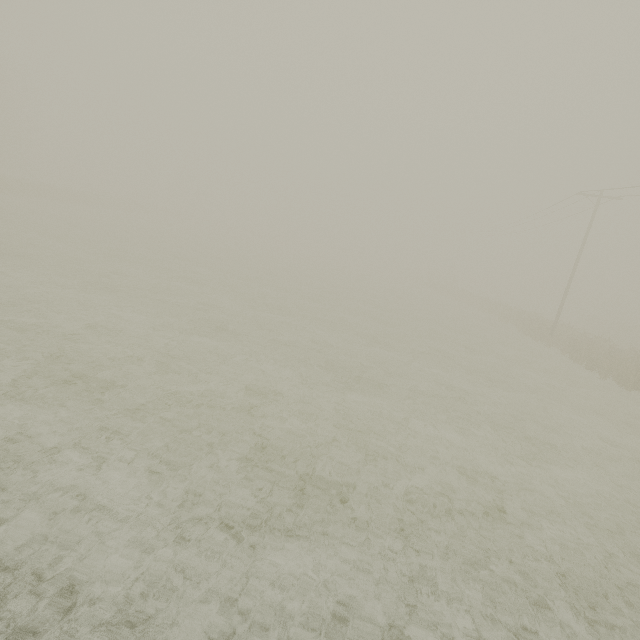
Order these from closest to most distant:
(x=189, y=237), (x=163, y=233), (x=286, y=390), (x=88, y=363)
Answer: (x=88, y=363), (x=286, y=390), (x=163, y=233), (x=189, y=237)
